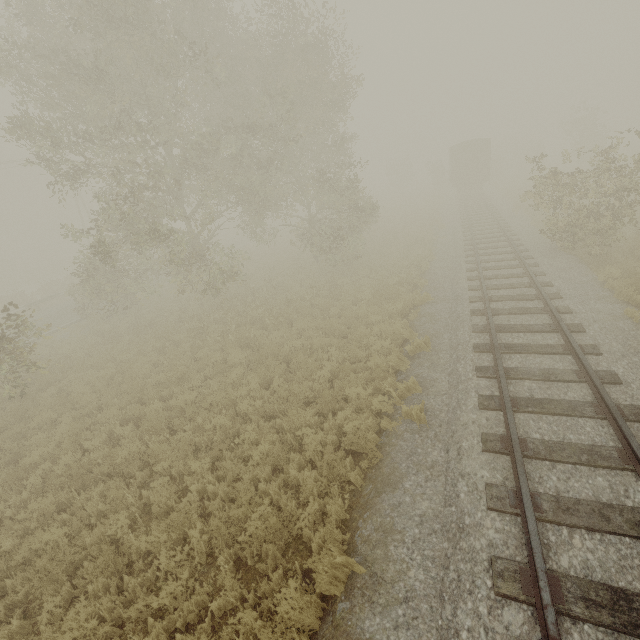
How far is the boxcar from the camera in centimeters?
2992cm

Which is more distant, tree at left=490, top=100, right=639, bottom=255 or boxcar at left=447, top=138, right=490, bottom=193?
boxcar at left=447, top=138, right=490, bottom=193

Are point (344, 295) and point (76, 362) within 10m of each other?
no

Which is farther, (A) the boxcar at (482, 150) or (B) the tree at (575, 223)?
(A) the boxcar at (482, 150)

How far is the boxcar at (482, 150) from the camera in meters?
29.9
